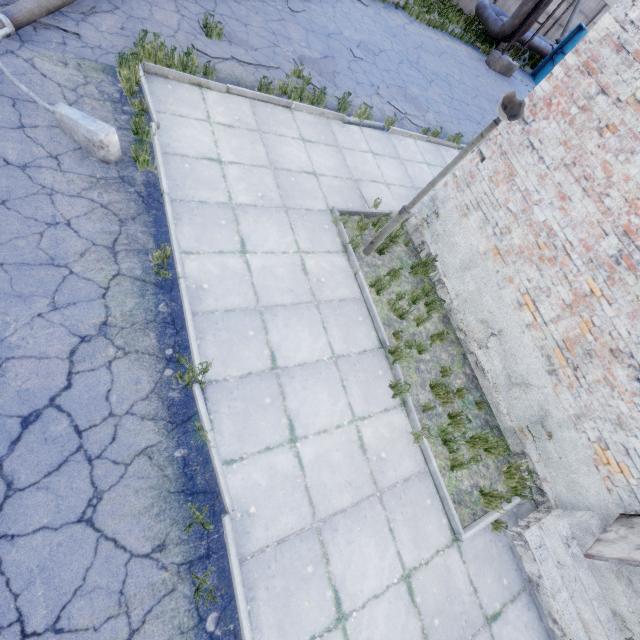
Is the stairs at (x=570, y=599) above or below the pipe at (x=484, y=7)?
below

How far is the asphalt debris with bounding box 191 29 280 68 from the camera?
6.9 meters

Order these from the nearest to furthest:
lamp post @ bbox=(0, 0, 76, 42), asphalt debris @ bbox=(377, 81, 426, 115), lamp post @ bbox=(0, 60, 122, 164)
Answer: lamp post @ bbox=(0, 60, 122, 164)
lamp post @ bbox=(0, 0, 76, 42)
asphalt debris @ bbox=(377, 81, 426, 115)

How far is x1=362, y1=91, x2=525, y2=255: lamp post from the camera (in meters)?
3.61

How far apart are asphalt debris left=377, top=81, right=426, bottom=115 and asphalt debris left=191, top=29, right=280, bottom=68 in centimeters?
329cm

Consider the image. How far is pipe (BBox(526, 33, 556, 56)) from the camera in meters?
18.6 m

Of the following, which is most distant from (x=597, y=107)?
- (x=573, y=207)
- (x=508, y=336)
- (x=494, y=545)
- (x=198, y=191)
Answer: (x=494, y=545)

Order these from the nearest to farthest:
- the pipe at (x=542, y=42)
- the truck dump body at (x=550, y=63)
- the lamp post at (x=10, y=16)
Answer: the lamp post at (x=10, y=16) < the truck dump body at (x=550, y=63) < the pipe at (x=542, y=42)
